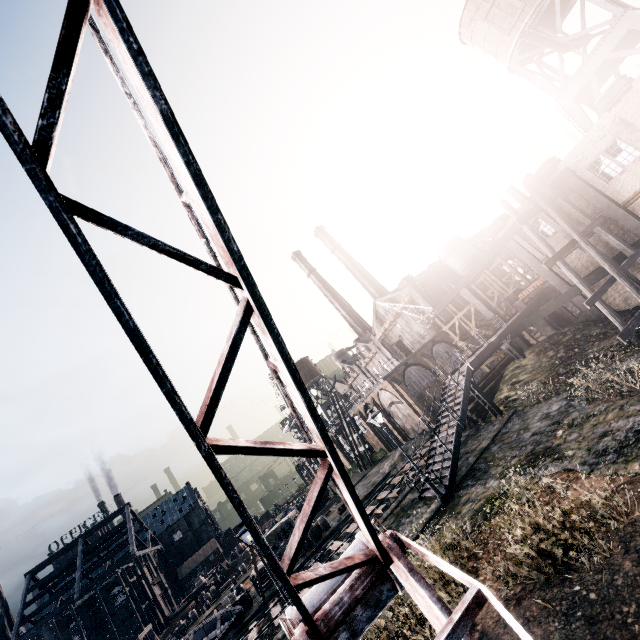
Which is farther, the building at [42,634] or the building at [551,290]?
the building at [42,634]

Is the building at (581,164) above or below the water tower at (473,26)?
below

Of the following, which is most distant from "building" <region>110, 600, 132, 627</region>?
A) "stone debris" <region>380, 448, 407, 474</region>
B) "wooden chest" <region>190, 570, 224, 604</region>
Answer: "stone debris" <region>380, 448, 407, 474</region>

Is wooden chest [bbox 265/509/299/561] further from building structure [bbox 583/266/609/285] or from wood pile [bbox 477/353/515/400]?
building structure [bbox 583/266/609/285]

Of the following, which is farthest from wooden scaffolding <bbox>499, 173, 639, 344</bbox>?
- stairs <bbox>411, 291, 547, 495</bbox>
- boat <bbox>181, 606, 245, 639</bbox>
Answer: boat <bbox>181, 606, 245, 639</bbox>

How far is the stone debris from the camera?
34.4 meters

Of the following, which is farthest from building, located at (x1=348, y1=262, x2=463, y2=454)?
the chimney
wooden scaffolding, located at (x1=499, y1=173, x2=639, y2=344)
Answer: the chimney

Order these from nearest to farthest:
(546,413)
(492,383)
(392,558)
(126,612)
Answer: (392,558) < (546,413) < (492,383) < (126,612)
